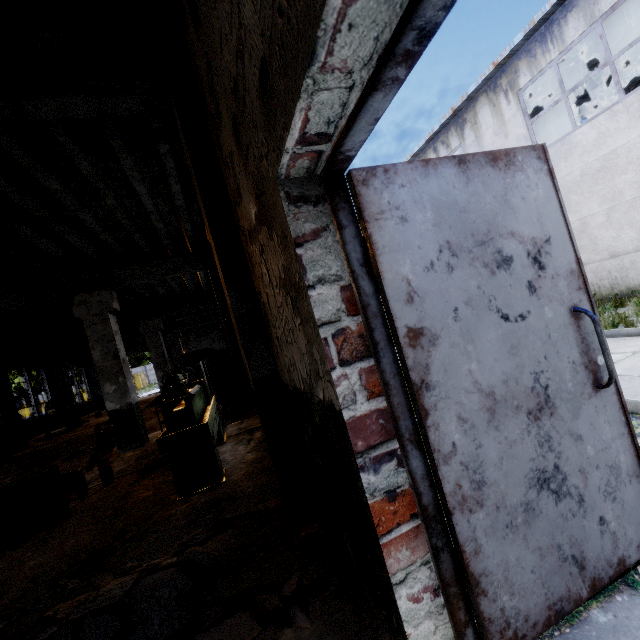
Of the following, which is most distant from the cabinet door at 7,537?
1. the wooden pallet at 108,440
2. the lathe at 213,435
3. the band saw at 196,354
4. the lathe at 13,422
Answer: the lathe at 13,422

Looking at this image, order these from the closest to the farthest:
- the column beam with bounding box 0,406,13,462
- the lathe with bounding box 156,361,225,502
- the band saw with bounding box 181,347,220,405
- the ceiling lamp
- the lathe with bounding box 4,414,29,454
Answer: the lathe with bounding box 156,361,225,502
the ceiling lamp
the band saw with bounding box 181,347,220,405
the column beam with bounding box 0,406,13,462
the lathe with bounding box 4,414,29,454

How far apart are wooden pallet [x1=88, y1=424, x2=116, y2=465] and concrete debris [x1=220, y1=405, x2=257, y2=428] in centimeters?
147cm

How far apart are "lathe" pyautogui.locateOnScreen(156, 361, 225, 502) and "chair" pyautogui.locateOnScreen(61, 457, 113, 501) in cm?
125

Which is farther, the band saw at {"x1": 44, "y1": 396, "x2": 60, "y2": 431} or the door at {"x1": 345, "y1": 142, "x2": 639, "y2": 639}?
the band saw at {"x1": 44, "y1": 396, "x2": 60, "y2": 431}

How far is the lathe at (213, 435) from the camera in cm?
384

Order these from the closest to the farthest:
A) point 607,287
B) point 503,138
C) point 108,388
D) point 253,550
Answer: point 253,550 → point 108,388 → point 607,287 → point 503,138

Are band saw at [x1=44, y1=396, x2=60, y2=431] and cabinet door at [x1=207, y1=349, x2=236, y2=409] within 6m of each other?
no
